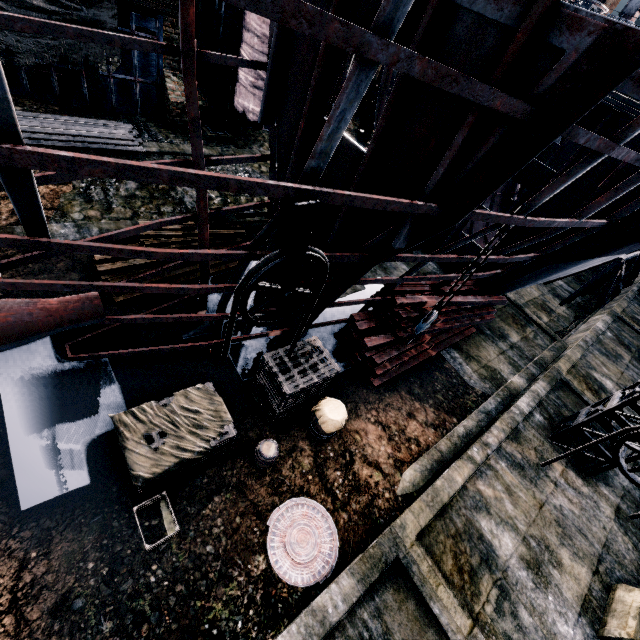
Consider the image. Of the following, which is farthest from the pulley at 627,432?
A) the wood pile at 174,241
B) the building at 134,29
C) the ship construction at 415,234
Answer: the wood pile at 174,241

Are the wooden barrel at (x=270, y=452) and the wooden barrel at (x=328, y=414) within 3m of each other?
yes

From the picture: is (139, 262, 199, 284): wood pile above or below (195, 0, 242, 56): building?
below

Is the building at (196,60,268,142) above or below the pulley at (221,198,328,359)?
below

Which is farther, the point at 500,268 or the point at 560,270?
the point at 500,268

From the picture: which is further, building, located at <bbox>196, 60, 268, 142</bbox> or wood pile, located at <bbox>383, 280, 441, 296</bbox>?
building, located at <bbox>196, 60, 268, 142</bbox>

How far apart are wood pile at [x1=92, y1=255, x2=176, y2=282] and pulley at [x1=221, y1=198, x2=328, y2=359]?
5.2 meters

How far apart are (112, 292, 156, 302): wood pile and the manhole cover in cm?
730
